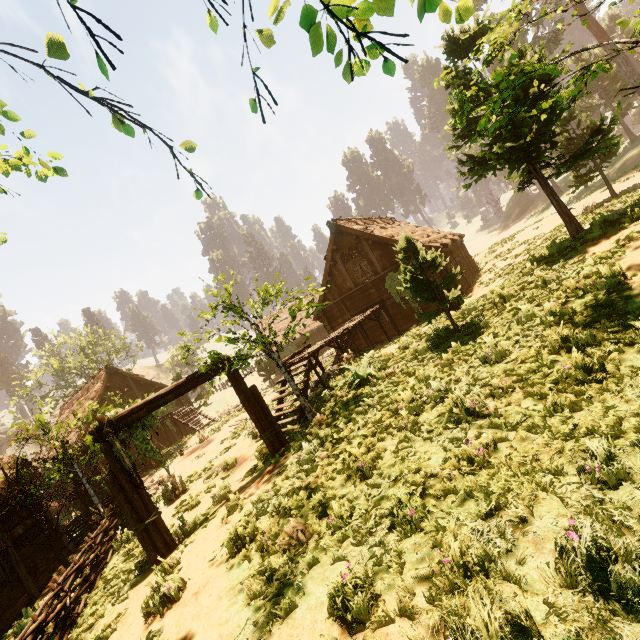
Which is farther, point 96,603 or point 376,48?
point 96,603

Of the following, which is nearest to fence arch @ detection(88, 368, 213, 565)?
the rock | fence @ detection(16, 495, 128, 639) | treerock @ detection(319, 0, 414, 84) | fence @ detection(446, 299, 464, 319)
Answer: treerock @ detection(319, 0, 414, 84)

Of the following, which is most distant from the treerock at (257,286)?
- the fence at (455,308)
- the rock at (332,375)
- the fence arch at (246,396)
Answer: the rock at (332,375)

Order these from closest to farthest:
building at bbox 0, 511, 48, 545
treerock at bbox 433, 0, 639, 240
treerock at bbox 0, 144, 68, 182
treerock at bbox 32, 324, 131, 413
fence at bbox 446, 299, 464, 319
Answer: treerock at bbox 0, 144, 68, 182, treerock at bbox 433, 0, 639, 240, building at bbox 0, 511, 48, 545, fence at bbox 446, 299, 464, 319, treerock at bbox 32, 324, 131, 413

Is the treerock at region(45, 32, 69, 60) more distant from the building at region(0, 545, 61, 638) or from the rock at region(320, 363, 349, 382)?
the rock at region(320, 363, 349, 382)

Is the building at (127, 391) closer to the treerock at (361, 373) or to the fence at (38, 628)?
the treerock at (361, 373)

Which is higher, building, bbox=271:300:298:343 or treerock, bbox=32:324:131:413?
treerock, bbox=32:324:131:413
